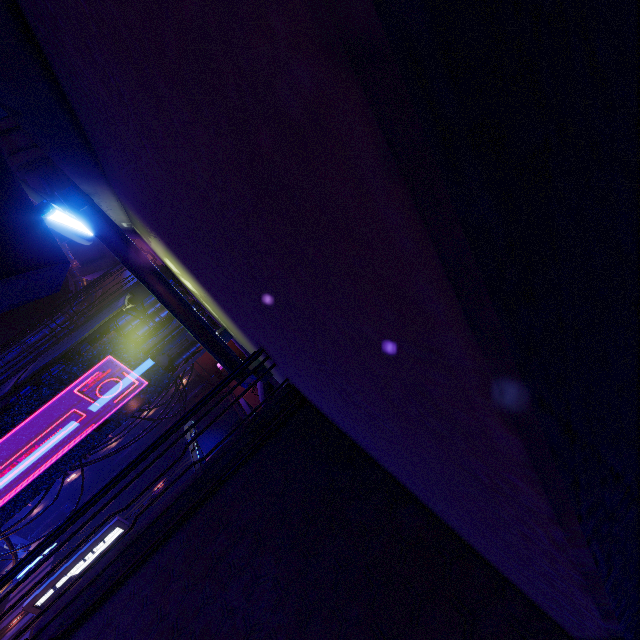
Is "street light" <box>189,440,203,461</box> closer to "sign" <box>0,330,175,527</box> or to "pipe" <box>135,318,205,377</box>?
"sign" <box>0,330,175,527</box>

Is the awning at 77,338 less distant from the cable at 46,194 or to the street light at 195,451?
the cable at 46,194

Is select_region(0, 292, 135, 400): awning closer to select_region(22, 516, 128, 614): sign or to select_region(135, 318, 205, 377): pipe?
select_region(135, 318, 205, 377): pipe

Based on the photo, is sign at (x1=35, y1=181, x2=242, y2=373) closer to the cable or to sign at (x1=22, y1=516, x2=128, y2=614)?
the cable

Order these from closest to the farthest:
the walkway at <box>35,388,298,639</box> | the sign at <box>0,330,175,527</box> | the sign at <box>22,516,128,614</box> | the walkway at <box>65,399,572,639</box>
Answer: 1. the walkway at <box>65,399,572,639</box>
2. the walkway at <box>35,388,298,639</box>
3. the sign at <box>0,330,175,527</box>
4. the sign at <box>22,516,128,614</box>

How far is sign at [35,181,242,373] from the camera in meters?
5.9

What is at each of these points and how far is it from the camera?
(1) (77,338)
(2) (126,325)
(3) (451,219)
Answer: (1) awning, 10.9 meters
(2) walkway, 16.2 meters
(3) wall arch, 0.5 meters

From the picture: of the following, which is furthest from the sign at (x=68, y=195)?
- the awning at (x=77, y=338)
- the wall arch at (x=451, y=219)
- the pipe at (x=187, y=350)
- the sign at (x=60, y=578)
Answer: the sign at (x=60, y=578)
